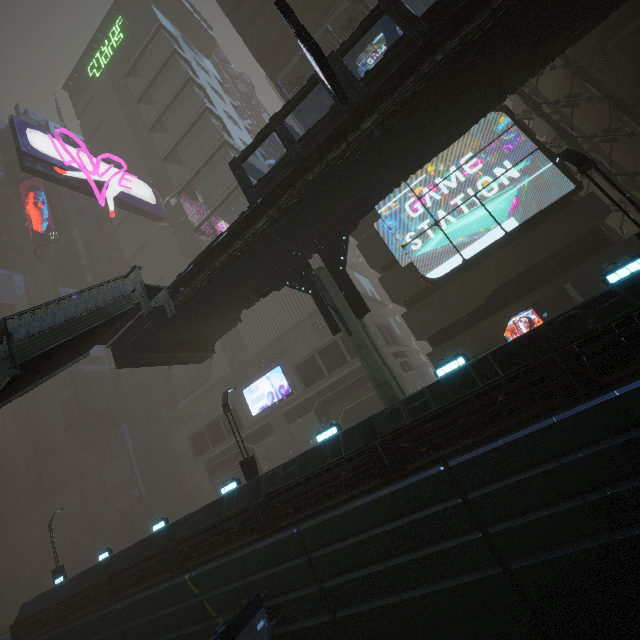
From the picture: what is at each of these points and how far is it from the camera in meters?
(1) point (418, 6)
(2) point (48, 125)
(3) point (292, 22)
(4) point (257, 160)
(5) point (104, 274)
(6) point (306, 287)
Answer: (1) building, 32.4
(2) building, 56.9
(3) sign, 10.3
(4) building, 42.5
(5) building, 48.1
(6) building structure, 16.6

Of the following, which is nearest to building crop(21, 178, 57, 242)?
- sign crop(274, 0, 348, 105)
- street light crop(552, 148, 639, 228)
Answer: sign crop(274, 0, 348, 105)

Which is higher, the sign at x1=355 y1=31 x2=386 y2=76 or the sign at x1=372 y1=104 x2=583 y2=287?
the sign at x1=355 y1=31 x2=386 y2=76

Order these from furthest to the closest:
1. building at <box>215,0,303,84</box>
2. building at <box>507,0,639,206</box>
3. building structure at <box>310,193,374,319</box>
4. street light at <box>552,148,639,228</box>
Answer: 1. building at <box>215,0,303,84</box>
2. building at <box>507,0,639,206</box>
3. building structure at <box>310,193,374,319</box>
4. street light at <box>552,148,639,228</box>

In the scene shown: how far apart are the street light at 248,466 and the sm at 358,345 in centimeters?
742cm

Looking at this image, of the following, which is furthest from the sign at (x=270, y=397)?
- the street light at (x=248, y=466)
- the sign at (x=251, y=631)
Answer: the sign at (x=251, y=631)

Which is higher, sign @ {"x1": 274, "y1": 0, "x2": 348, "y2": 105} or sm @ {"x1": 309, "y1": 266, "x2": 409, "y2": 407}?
sign @ {"x1": 274, "y1": 0, "x2": 348, "y2": 105}

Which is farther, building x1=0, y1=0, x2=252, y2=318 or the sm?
building x1=0, y1=0, x2=252, y2=318
